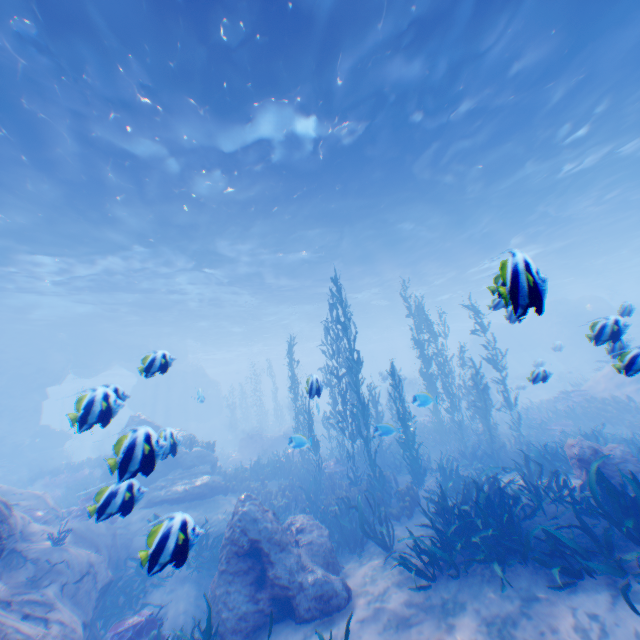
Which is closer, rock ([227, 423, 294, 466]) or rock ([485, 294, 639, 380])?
rock ([485, 294, 639, 380])

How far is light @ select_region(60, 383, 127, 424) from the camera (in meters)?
4.16

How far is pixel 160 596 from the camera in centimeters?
872cm

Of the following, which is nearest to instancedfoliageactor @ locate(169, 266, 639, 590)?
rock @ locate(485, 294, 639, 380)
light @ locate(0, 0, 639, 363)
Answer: rock @ locate(485, 294, 639, 380)

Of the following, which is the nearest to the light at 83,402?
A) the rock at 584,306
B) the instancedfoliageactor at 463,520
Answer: the rock at 584,306

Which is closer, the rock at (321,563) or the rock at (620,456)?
the rock at (321,563)

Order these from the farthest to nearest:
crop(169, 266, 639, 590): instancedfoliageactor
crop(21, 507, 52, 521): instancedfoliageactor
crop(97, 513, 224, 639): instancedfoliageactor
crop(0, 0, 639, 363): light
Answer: crop(21, 507, 52, 521): instancedfoliageactor, crop(0, 0, 639, 363): light, crop(169, 266, 639, 590): instancedfoliageactor, crop(97, 513, 224, 639): instancedfoliageactor

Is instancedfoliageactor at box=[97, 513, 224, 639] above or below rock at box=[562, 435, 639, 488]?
below
